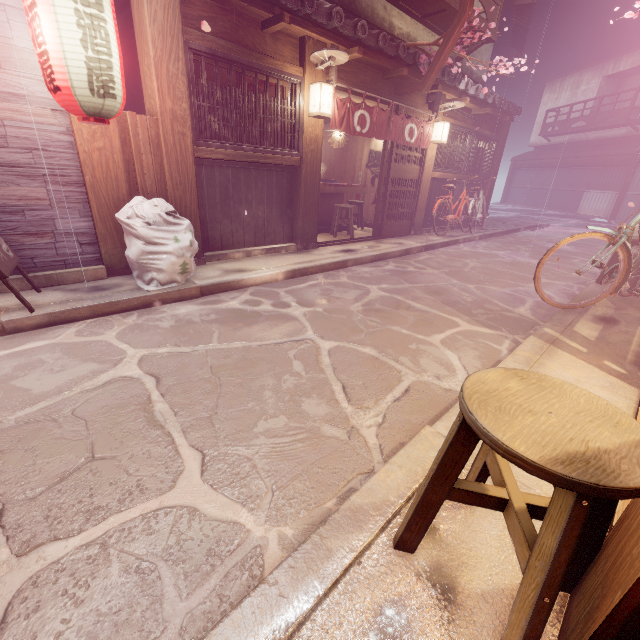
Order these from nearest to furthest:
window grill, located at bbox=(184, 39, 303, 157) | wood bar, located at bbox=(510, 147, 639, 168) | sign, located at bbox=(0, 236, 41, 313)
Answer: sign, located at bbox=(0, 236, 41, 313) < window grill, located at bbox=(184, 39, 303, 157) < wood bar, located at bbox=(510, 147, 639, 168)

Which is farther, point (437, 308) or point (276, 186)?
point (276, 186)

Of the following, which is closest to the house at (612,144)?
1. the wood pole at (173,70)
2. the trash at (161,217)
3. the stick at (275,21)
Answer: the trash at (161,217)

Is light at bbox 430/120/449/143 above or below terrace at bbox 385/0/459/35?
below

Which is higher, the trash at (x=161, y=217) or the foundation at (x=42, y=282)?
the trash at (x=161, y=217)

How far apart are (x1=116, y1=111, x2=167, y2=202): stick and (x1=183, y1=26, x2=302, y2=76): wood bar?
1.8 meters

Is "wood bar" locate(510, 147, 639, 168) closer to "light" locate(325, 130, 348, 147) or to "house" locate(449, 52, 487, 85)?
"house" locate(449, 52, 487, 85)

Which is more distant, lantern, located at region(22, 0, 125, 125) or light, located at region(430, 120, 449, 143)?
light, located at region(430, 120, 449, 143)
